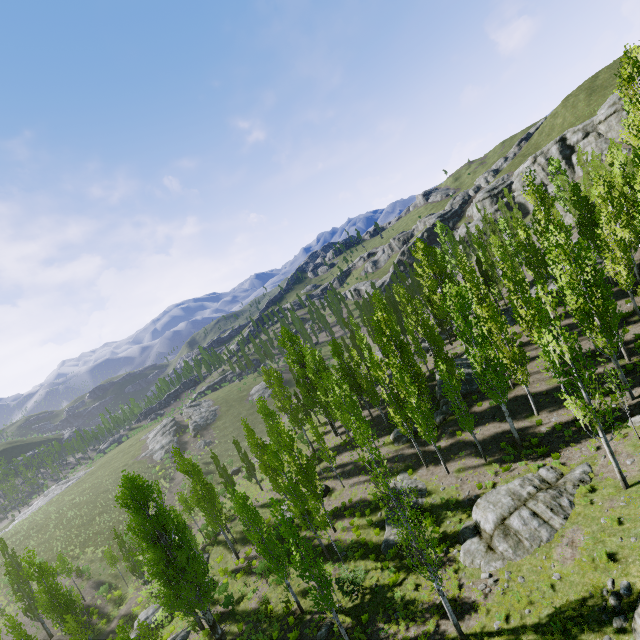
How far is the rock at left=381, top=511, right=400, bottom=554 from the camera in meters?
21.9 m

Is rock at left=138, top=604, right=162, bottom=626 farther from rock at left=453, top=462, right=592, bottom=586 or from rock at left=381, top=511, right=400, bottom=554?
rock at left=381, top=511, right=400, bottom=554

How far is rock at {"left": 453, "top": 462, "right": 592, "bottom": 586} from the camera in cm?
1554

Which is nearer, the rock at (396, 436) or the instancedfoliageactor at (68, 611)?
the instancedfoliageactor at (68, 611)

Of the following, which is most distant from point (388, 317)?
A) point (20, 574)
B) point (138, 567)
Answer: point (20, 574)

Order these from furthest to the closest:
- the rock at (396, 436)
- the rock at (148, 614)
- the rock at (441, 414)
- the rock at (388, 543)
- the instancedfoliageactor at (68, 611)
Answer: the rock at (396, 436), the rock at (441, 414), the rock at (148, 614), the instancedfoliageactor at (68, 611), the rock at (388, 543)

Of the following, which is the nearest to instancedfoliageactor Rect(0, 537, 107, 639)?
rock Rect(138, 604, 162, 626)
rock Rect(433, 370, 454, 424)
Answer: rock Rect(433, 370, 454, 424)

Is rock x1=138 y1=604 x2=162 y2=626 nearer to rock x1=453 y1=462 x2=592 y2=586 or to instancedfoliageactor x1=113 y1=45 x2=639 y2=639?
instancedfoliageactor x1=113 y1=45 x2=639 y2=639
